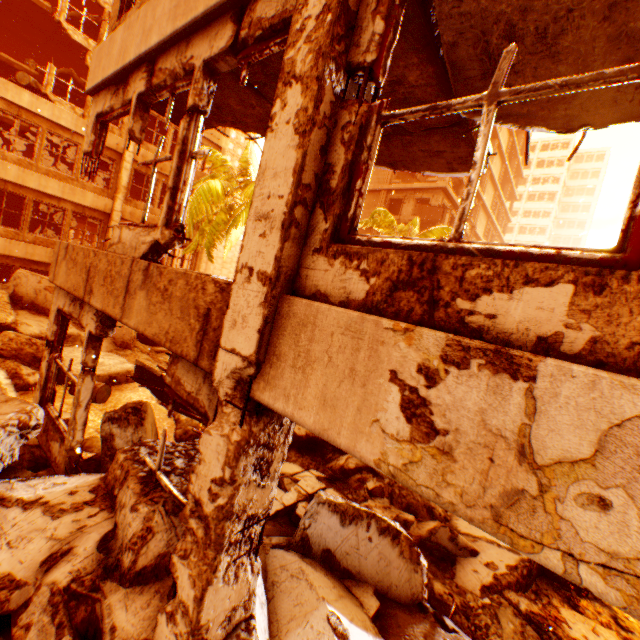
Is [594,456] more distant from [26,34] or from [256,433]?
[26,34]

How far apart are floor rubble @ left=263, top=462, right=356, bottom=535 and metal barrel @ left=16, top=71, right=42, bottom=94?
18.1m

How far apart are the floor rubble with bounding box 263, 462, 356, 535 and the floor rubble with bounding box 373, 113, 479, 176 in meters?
5.6

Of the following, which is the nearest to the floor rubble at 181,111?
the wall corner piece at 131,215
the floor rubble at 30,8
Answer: the wall corner piece at 131,215

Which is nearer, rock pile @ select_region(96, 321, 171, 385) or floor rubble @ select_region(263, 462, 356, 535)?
floor rubble @ select_region(263, 462, 356, 535)

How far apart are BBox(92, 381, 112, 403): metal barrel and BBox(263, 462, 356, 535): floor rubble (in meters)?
Answer: 5.19

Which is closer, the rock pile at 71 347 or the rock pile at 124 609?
the rock pile at 124 609

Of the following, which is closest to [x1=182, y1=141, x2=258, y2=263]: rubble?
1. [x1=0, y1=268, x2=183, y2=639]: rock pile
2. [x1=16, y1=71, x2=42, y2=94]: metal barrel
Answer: [x1=0, y1=268, x2=183, y2=639]: rock pile
